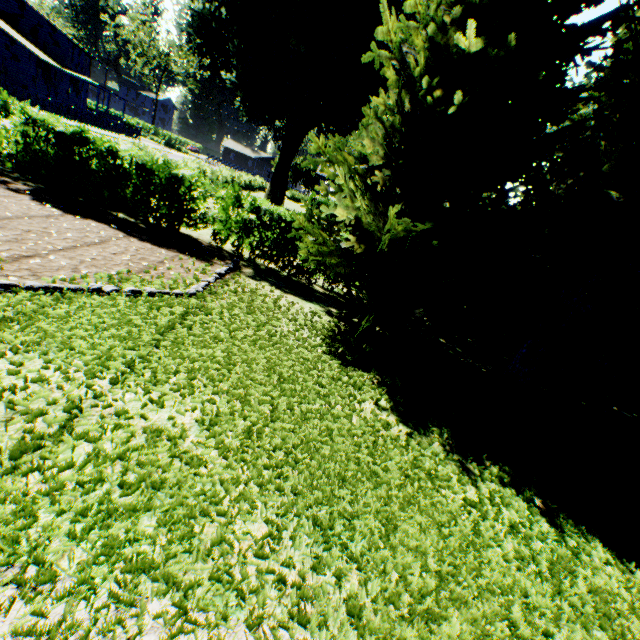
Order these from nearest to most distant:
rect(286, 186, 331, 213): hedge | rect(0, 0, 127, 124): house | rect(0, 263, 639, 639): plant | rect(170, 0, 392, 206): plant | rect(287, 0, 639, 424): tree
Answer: rect(0, 263, 639, 639): plant < rect(287, 0, 639, 424): tree < rect(170, 0, 392, 206): plant < rect(0, 0, 127, 124): house < rect(286, 186, 331, 213): hedge

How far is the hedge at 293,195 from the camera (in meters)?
A: 37.12

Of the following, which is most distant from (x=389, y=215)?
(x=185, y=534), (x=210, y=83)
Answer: (x=210, y=83)

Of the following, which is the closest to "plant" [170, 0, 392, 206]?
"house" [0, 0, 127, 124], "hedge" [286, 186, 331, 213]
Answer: "house" [0, 0, 127, 124]

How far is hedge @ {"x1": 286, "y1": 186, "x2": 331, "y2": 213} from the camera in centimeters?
3712cm

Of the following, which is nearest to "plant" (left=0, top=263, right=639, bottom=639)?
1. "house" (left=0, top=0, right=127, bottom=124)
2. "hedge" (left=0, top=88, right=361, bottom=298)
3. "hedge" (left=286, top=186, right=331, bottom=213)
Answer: "house" (left=0, top=0, right=127, bottom=124)

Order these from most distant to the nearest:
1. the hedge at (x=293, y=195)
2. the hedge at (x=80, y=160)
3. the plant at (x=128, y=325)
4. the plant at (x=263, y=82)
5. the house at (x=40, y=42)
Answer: the hedge at (x=293, y=195) < the house at (x=40, y=42) < the plant at (x=263, y=82) < the hedge at (x=80, y=160) < the plant at (x=128, y=325)

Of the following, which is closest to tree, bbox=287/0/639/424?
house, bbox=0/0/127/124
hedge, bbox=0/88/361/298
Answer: hedge, bbox=0/88/361/298
